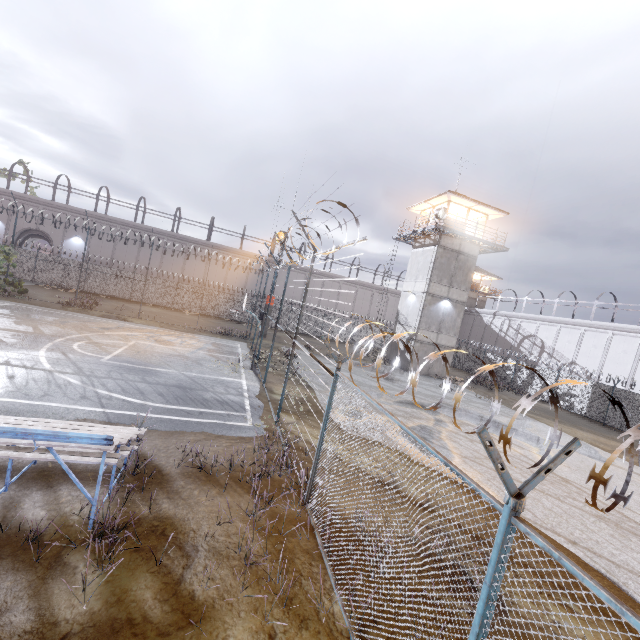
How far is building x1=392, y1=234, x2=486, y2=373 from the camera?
26.56m

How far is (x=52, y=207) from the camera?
34.5m

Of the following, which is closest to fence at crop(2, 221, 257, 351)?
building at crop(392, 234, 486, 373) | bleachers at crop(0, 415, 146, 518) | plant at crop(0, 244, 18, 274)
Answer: plant at crop(0, 244, 18, 274)

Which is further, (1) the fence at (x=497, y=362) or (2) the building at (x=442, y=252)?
(2) the building at (x=442, y=252)

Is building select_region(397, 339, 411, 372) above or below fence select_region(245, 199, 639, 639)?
below

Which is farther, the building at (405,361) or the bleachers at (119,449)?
the building at (405,361)

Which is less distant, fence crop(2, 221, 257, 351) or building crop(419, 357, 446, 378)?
building crop(419, 357, 446, 378)
